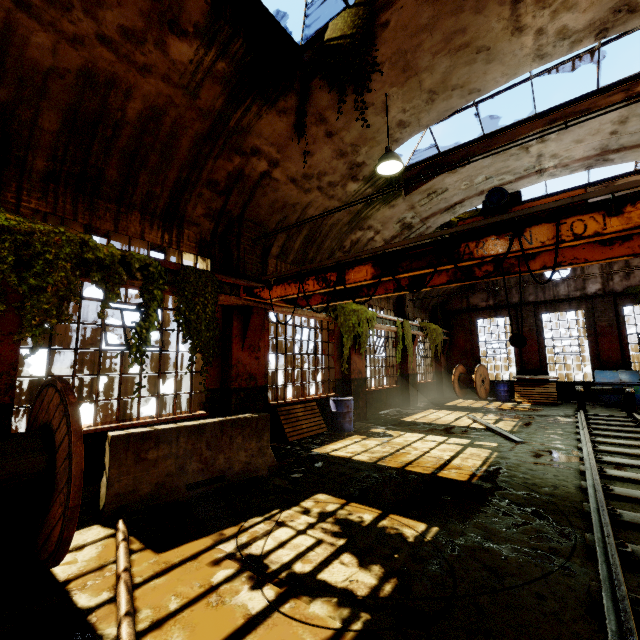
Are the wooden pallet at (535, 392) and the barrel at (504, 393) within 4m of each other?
yes

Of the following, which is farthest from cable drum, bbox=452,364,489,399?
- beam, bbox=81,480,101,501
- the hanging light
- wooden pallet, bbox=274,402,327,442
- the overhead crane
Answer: the hanging light

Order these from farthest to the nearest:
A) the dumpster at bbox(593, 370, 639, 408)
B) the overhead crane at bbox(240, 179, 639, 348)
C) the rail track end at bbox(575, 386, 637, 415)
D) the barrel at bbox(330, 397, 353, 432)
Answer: the dumpster at bbox(593, 370, 639, 408)
the rail track end at bbox(575, 386, 637, 415)
the barrel at bbox(330, 397, 353, 432)
the overhead crane at bbox(240, 179, 639, 348)

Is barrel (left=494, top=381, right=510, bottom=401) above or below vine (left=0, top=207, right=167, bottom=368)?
below

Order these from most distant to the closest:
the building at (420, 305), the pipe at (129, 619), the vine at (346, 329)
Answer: the building at (420, 305), the vine at (346, 329), the pipe at (129, 619)

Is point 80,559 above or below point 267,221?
below

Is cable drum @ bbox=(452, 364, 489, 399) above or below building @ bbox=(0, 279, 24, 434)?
Answer: below

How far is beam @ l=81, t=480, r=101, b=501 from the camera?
4.8m
